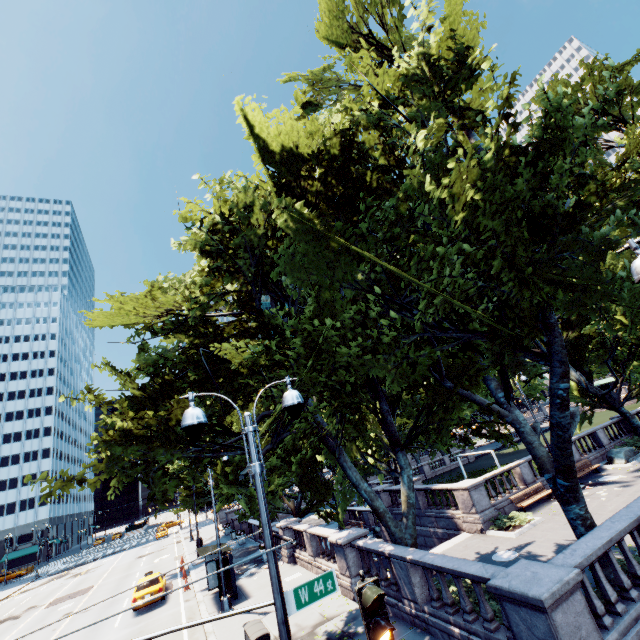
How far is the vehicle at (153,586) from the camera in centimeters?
2005cm

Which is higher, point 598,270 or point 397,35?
point 397,35

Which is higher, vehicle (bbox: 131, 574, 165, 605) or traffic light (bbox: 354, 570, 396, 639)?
traffic light (bbox: 354, 570, 396, 639)

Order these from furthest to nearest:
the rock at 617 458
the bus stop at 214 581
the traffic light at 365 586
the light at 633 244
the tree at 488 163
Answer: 1. the rock at 617 458
2. the bus stop at 214 581
3. the tree at 488 163
4. the light at 633 244
5. the traffic light at 365 586

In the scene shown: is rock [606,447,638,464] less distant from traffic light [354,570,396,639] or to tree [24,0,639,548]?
tree [24,0,639,548]

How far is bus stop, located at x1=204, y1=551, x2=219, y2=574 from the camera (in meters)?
17.64

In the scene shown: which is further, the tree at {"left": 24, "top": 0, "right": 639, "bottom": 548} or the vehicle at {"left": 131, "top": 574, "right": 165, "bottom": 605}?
the vehicle at {"left": 131, "top": 574, "right": 165, "bottom": 605}

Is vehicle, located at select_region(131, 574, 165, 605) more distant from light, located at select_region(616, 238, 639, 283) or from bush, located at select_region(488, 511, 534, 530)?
light, located at select_region(616, 238, 639, 283)
